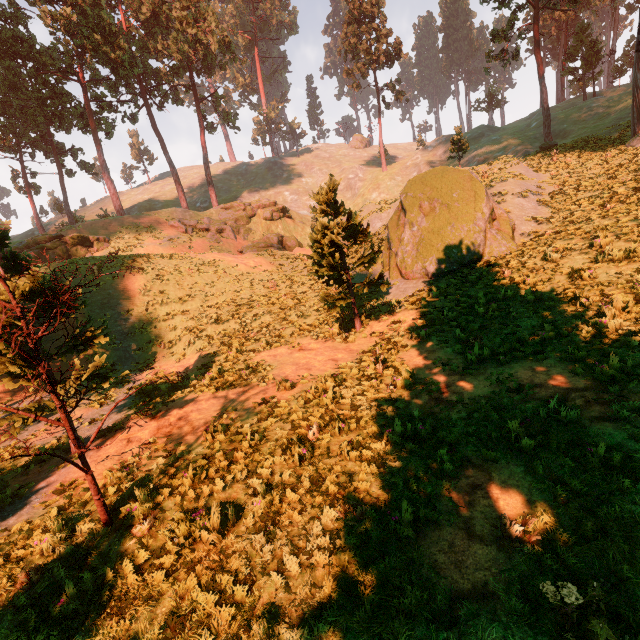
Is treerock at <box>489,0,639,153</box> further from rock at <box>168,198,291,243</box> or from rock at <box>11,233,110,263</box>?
rock at <box>168,198,291,243</box>

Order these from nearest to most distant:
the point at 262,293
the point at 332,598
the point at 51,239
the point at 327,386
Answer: the point at 332,598 → the point at 327,386 → the point at 262,293 → the point at 51,239

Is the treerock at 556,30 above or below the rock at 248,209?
above

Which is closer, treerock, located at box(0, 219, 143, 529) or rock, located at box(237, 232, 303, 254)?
treerock, located at box(0, 219, 143, 529)

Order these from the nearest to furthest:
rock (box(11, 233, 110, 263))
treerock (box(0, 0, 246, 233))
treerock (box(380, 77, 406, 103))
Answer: rock (box(11, 233, 110, 263)), treerock (box(0, 0, 246, 233)), treerock (box(380, 77, 406, 103))

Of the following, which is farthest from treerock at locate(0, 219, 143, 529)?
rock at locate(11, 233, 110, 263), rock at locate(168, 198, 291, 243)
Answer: rock at locate(168, 198, 291, 243)

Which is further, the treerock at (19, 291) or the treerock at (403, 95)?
the treerock at (403, 95)

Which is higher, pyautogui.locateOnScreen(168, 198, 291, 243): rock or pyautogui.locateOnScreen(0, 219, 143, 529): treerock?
pyautogui.locateOnScreen(168, 198, 291, 243): rock
